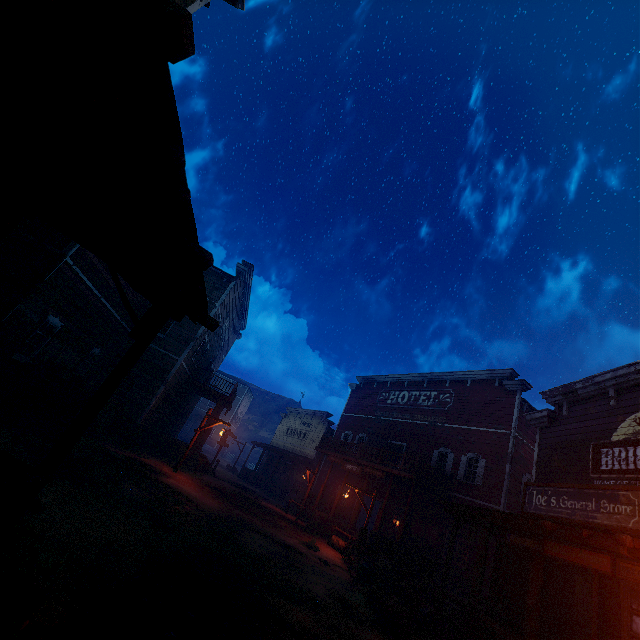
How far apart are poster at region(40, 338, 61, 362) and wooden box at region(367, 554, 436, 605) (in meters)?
14.13

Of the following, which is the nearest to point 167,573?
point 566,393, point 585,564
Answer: point 585,564

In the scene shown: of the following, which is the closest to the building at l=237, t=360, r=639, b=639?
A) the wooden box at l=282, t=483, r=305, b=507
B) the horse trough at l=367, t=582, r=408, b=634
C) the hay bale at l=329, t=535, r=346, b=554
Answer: the wooden box at l=282, t=483, r=305, b=507

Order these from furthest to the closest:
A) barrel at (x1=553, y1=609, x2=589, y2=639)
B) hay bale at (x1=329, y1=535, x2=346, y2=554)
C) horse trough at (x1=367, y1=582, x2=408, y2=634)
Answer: hay bale at (x1=329, y1=535, x2=346, y2=554)
barrel at (x1=553, y1=609, x2=589, y2=639)
horse trough at (x1=367, y1=582, x2=408, y2=634)

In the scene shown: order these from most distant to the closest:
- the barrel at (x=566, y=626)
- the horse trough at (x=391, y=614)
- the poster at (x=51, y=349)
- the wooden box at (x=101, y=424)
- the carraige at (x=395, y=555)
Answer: the wooden box at (x=101, y=424)
the carraige at (x=395, y=555)
the poster at (x=51, y=349)
the barrel at (x=566, y=626)
the horse trough at (x=391, y=614)

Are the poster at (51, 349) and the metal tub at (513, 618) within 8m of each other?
no

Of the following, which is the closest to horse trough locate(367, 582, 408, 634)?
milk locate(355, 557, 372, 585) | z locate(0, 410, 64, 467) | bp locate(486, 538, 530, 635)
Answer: z locate(0, 410, 64, 467)

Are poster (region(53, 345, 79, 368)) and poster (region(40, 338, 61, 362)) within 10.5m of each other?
yes
